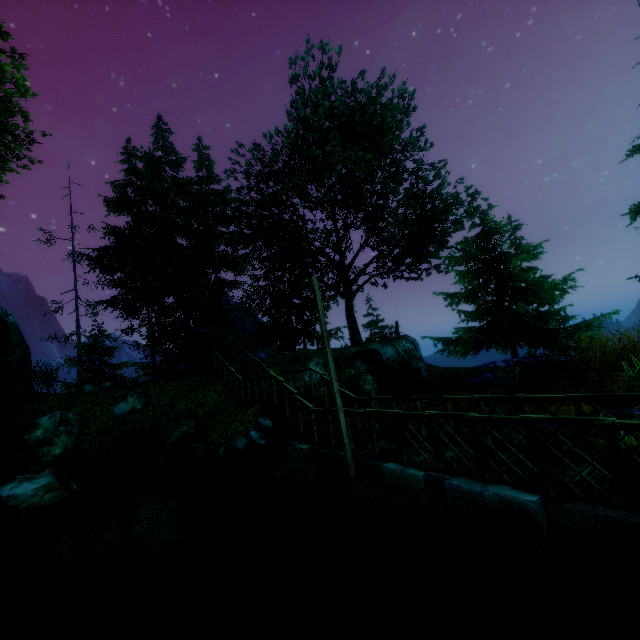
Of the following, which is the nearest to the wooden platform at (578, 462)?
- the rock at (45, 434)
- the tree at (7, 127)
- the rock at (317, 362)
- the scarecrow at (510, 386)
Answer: the scarecrow at (510, 386)

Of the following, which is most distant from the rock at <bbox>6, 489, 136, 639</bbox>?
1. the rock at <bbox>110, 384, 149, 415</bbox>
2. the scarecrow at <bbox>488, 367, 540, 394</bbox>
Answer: the scarecrow at <bbox>488, 367, 540, 394</bbox>

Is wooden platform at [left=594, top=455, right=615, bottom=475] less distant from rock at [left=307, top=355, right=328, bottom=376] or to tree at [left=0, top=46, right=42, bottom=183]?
rock at [left=307, top=355, right=328, bottom=376]

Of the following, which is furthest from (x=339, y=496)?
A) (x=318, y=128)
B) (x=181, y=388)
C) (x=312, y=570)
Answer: (x=318, y=128)

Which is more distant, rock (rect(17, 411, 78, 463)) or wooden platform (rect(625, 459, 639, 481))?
rock (rect(17, 411, 78, 463))

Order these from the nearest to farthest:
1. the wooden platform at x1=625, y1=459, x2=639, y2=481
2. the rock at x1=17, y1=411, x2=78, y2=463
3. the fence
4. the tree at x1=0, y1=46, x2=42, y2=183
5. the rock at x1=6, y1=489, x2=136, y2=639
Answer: the fence, the wooden platform at x1=625, y1=459, x2=639, y2=481, the rock at x1=6, y1=489, x2=136, y2=639, the tree at x1=0, y1=46, x2=42, y2=183, the rock at x1=17, y1=411, x2=78, y2=463

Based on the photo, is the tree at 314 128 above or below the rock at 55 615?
above

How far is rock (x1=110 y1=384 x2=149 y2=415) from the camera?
15.5 meters
